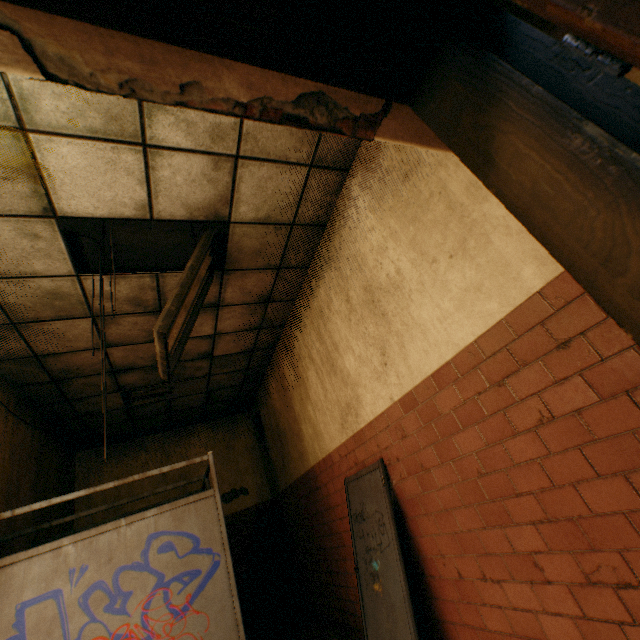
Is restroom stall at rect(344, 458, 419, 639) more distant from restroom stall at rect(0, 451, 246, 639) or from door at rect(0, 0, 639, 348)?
door at rect(0, 0, 639, 348)

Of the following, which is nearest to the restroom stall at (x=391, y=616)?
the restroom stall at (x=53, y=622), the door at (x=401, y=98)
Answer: the restroom stall at (x=53, y=622)

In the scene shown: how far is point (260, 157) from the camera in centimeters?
268cm

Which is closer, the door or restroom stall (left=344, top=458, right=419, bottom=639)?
the door

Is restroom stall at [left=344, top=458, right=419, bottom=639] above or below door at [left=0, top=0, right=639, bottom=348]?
below

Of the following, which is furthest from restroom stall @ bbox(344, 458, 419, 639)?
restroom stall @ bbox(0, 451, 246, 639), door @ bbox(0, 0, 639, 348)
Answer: door @ bbox(0, 0, 639, 348)

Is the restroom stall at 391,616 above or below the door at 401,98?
below
